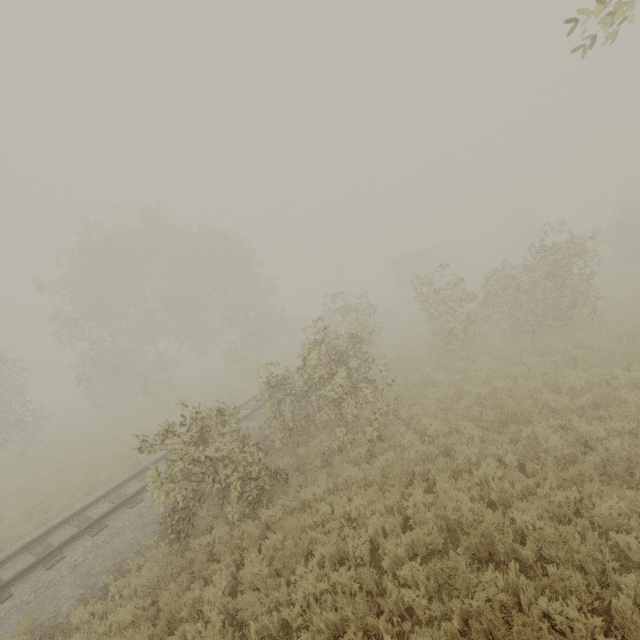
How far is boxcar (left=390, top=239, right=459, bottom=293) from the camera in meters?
36.7

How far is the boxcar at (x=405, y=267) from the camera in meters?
36.7

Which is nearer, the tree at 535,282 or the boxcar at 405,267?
the tree at 535,282

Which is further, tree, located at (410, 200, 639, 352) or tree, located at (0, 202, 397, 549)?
tree, located at (410, 200, 639, 352)

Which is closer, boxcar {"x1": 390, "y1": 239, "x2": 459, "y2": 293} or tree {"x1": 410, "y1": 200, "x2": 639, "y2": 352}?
tree {"x1": 410, "y1": 200, "x2": 639, "y2": 352}

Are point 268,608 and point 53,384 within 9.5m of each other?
no

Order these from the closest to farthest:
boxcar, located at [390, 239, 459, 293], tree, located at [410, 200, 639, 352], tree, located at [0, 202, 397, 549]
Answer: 1. tree, located at [0, 202, 397, 549]
2. tree, located at [410, 200, 639, 352]
3. boxcar, located at [390, 239, 459, 293]
